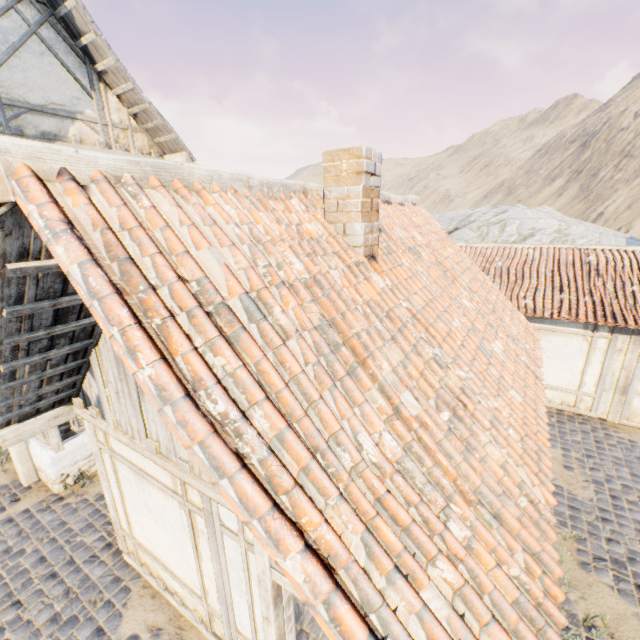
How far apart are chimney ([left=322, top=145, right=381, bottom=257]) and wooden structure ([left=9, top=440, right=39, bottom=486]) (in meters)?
6.83

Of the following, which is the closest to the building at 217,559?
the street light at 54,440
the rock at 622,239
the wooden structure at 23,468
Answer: the street light at 54,440

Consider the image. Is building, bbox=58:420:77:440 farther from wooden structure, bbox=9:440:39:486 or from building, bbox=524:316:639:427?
building, bbox=524:316:639:427

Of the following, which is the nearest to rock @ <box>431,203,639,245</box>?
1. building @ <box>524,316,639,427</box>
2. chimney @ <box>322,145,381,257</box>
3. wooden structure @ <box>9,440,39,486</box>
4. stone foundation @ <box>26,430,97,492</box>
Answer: building @ <box>524,316,639,427</box>

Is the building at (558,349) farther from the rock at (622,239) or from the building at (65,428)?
the building at (65,428)

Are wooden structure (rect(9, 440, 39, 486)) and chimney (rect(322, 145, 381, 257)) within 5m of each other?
no

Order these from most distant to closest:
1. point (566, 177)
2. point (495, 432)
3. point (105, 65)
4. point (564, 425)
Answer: point (566, 177)
point (564, 425)
point (105, 65)
point (495, 432)

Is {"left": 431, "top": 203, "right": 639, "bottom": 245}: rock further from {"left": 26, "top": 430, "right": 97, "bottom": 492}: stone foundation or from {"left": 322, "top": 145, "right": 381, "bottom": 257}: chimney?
{"left": 322, "top": 145, "right": 381, "bottom": 257}: chimney
